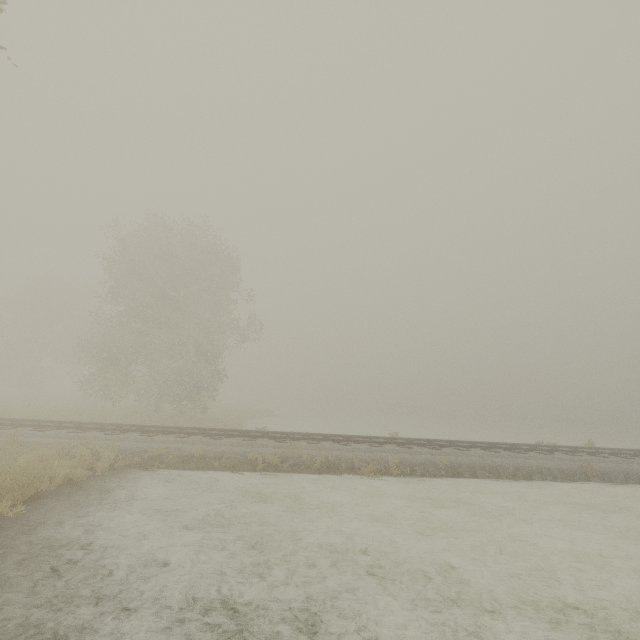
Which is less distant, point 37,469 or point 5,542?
point 5,542
